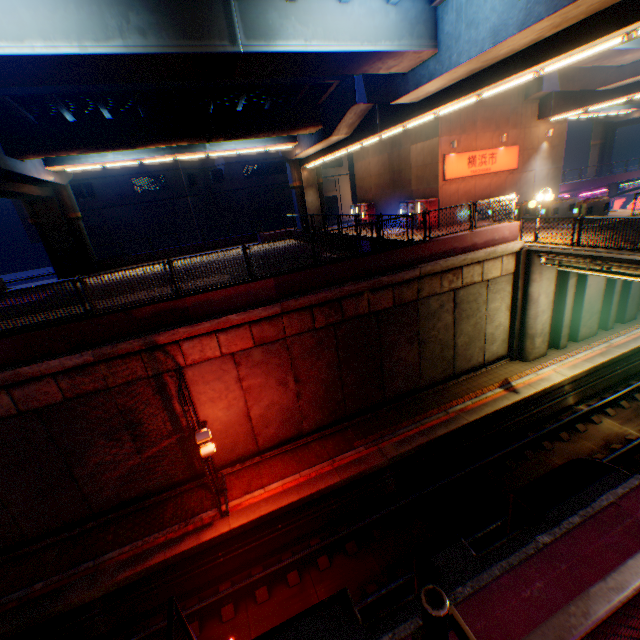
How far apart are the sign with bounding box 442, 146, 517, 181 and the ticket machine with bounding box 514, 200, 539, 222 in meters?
4.1

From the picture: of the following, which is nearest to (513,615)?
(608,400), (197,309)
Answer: (197,309)

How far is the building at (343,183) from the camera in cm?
4376

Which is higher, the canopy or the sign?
the sign

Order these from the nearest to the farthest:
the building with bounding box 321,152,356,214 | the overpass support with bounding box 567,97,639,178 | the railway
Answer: the railway, the overpass support with bounding box 567,97,639,178, the building with bounding box 321,152,356,214

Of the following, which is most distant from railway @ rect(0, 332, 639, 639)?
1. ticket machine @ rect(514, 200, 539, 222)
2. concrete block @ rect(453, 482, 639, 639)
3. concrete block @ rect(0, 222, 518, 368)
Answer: ticket machine @ rect(514, 200, 539, 222)

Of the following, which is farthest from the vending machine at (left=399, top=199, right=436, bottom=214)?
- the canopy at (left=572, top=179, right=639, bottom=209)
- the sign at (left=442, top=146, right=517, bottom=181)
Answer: the canopy at (left=572, top=179, right=639, bottom=209)

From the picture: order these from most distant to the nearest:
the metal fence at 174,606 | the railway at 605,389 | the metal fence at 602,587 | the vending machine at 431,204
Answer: the vending machine at 431,204, the railway at 605,389, the metal fence at 174,606, the metal fence at 602,587
